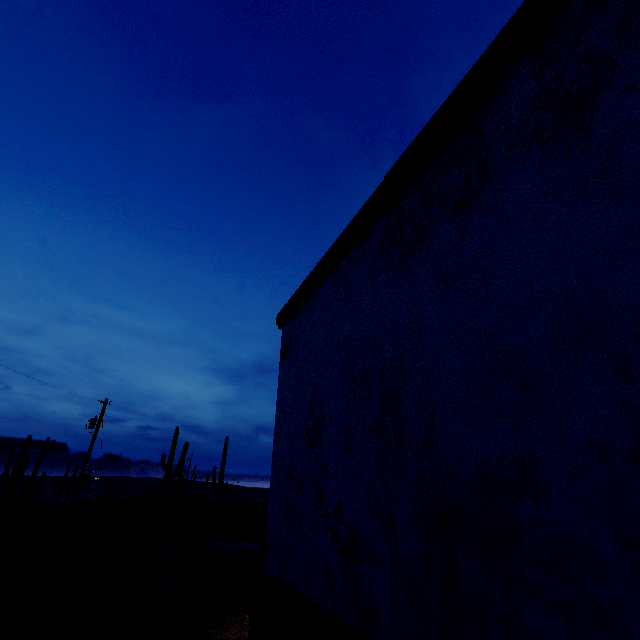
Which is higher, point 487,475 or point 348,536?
point 487,475
